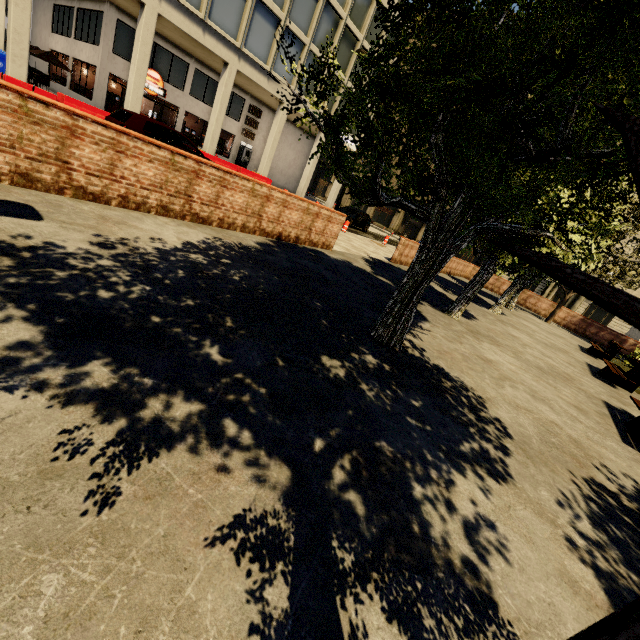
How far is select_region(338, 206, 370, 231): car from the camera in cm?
2427

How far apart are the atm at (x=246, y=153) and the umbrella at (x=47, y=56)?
11.7m

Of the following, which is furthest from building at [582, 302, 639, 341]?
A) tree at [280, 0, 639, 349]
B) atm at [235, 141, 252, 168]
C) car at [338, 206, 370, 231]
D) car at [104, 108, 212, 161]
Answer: tree at [280, 0, 639, 349]

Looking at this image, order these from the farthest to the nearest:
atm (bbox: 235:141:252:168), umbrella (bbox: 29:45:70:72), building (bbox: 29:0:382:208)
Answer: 1. atm (bbox: 235:141:252:168)
2. umbrella (bbox: 29:45:70:72)
3. building (bbox: 29:0:382:208)

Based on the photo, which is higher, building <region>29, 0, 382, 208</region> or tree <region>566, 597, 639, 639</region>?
building <region>29, 0, 382, 208</region>

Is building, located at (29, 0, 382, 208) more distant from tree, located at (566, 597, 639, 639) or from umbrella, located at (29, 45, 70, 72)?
tree, located at (566, 597, 639, 639)

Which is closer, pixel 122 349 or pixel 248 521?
pixel 248 521

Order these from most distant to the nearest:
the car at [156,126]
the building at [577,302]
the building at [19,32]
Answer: the building at [577,302] < the building at [19,32] < the car at [156,126]
